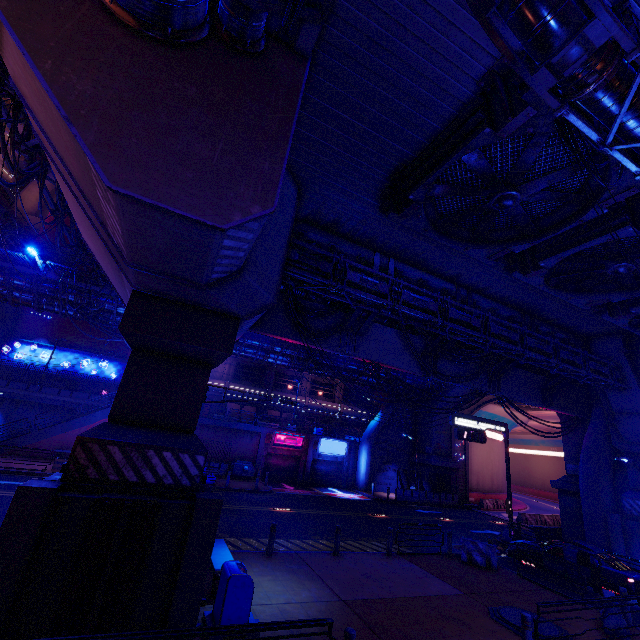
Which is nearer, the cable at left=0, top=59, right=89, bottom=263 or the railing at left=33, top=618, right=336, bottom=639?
the railing at left=33, top=618, right=336, bottom=639

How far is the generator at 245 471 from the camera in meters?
28.8 m

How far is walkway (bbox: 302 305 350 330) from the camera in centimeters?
1490cm

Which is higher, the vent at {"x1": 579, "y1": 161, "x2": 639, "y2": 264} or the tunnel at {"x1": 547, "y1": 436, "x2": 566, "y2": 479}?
the vent at {"x1": 579, "y1": 161, "x2": 639, "y2": 264}

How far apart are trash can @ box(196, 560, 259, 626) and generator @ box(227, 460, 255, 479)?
22.2m

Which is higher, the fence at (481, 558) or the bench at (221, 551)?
the bench at (221, 551)

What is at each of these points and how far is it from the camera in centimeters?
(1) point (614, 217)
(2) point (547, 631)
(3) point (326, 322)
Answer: (1) vent, 992cm
(2) manhole, 930cm
(3) walkway, 1529cm

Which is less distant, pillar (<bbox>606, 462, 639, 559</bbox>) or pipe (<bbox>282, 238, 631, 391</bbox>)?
pipe (<bbox>282, 238, 631, 391</bbox>)
